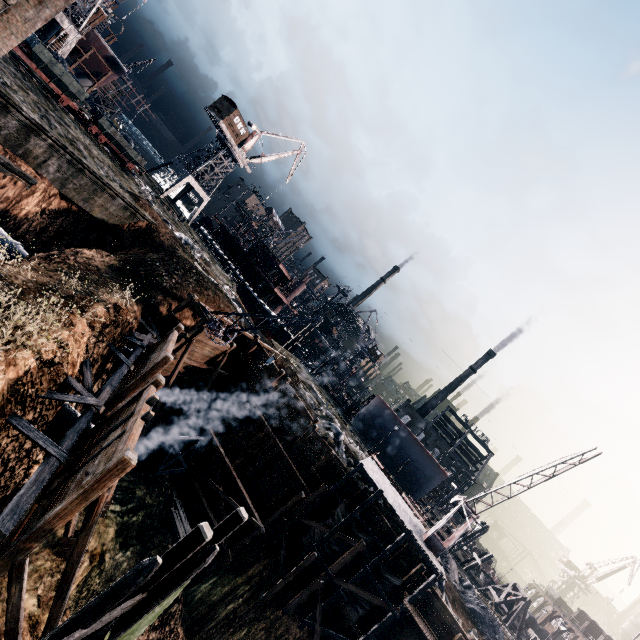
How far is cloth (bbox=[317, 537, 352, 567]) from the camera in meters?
23.4 m

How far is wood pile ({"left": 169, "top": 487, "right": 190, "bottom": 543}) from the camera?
21.9 meters

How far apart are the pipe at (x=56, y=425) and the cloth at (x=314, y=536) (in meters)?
16.04

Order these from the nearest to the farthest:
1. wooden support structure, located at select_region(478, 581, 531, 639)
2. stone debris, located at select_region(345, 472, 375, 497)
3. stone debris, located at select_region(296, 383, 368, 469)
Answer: stone debris, located at select_region(345, 472, 375, 497), stone debris, located at select_region(296, 383, 368, 469), wooden support structure, located at select_region(478, 581, 531, 639)

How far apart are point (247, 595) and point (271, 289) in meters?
44.0

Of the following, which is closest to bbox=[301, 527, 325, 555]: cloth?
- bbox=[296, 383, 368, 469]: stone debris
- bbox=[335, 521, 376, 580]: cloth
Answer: bbox=[335, 521, 376, 580]: cloth

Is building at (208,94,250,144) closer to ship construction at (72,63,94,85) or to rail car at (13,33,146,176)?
ship construction at (72,63,94,85)

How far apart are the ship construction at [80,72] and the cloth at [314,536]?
61.3 meters
